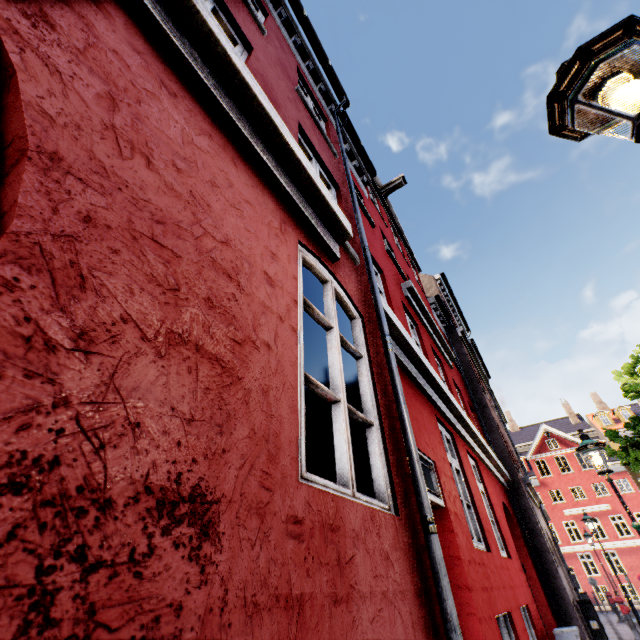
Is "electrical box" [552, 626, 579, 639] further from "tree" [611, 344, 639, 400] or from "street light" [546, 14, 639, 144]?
"street light" [546, 14, 639, 144]

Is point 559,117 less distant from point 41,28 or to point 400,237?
point 41,28

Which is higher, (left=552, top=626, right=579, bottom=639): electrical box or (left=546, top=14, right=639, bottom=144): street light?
(left=546, top=14, right=639, bottom=144): street light

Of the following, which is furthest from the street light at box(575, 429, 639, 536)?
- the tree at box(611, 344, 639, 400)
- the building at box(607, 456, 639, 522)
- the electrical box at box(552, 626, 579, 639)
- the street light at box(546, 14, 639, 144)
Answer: the building at box(607, 456, 639, 522)

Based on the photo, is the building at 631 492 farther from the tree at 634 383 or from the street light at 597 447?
the street light at 597 447

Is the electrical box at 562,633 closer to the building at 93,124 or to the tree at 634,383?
the building at 93,124

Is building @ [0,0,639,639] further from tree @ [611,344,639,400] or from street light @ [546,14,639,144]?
tree @ [611,344,639,400]

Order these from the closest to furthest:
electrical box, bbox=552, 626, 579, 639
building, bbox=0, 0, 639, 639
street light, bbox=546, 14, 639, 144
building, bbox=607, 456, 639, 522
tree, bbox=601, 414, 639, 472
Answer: building, bbox=0, 0, 639, 639 → street light, bbox=546, 14, 639, 144 → electrical box, bbox=552, 626, 579, 639 → tree, bbox=601, 414, 639, 472 → building, bbox=607, 456, 639, 522
